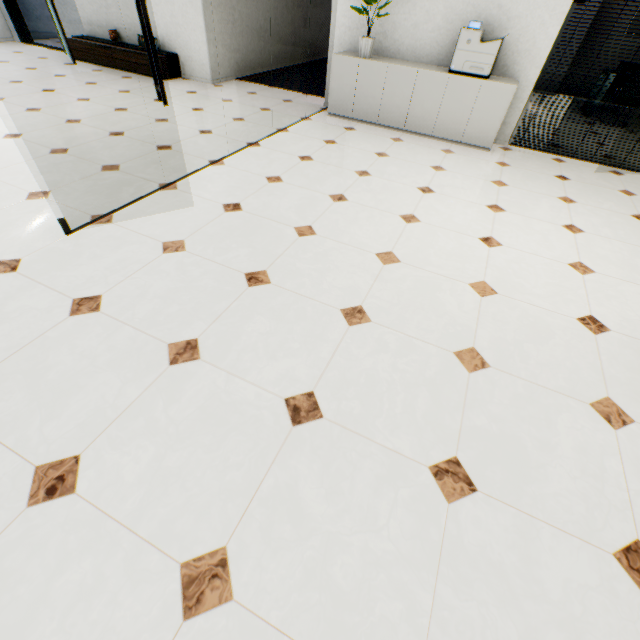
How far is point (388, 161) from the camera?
4.1m

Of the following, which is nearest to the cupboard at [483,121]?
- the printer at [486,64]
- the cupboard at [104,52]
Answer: the printer at [486,64]

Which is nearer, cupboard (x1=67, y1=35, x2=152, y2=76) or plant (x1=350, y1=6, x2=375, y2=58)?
plant (x1=350, y1=6, x2=375, y2=58)

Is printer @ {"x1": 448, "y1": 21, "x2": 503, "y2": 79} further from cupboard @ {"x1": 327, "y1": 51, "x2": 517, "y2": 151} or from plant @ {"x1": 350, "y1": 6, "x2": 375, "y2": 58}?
plant @ {"x1": 350, "y1": 6, "x2": 375, "y2": 58}

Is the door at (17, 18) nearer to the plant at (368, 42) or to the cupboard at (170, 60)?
the cupboard at (170, 60)

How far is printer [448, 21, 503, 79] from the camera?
3.98m

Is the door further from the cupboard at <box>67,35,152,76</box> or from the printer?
the printer

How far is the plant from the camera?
4.3 meters
